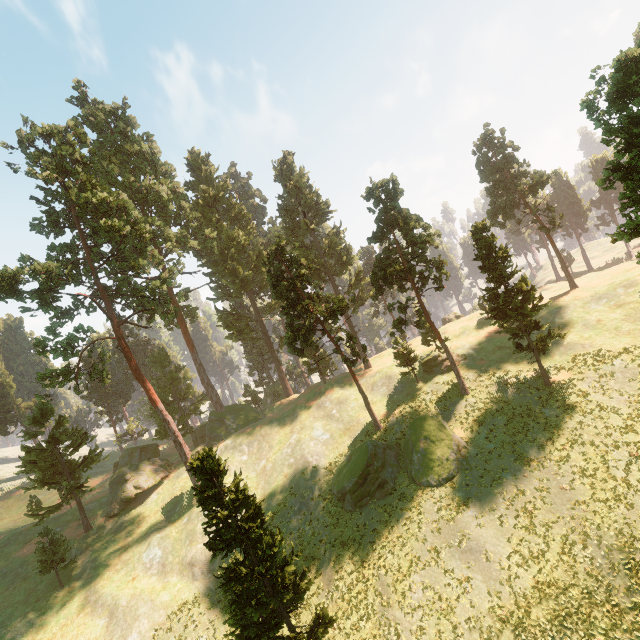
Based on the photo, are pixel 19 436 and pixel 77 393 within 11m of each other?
yes

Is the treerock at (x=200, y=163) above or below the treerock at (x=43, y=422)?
above

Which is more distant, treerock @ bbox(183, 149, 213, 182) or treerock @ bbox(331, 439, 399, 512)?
treerock @ bbox(183, 149, 213, 182)

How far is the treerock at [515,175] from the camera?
28.1m

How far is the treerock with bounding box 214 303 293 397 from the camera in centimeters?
5428cm
